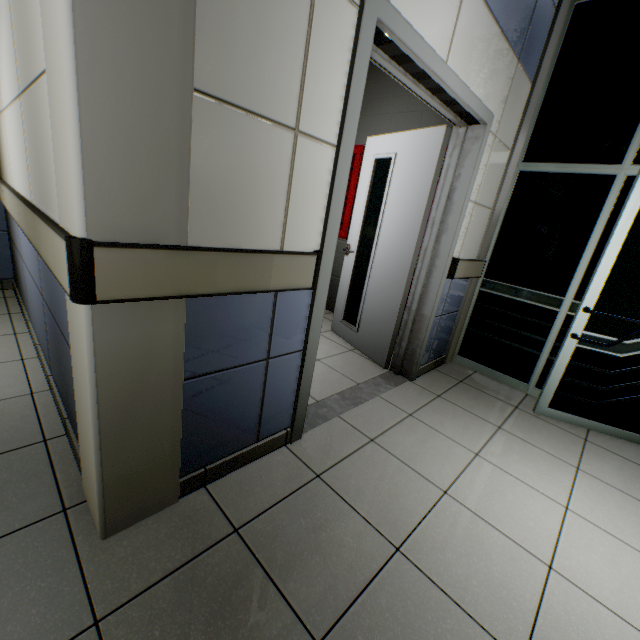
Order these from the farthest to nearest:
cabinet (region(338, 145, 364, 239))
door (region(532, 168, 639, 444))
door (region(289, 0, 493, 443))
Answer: cabinet (region(338, 145, 364, 239)) < door (region(532, 168, 639, 444)) < door (region(289, 0, 493, 443))

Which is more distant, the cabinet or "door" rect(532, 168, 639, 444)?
the cabinet

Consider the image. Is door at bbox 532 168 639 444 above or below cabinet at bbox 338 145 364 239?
below

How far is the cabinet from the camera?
3.6 meters

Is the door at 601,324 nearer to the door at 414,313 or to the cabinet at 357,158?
the door at 414,313

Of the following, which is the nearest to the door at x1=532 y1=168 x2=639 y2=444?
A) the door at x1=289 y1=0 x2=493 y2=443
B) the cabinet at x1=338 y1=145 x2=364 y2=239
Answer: the door at x1=289 y1=0 x2=493 y2=443

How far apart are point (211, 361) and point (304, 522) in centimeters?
84cm

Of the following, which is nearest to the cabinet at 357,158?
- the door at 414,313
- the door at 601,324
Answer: the door at 414,313
